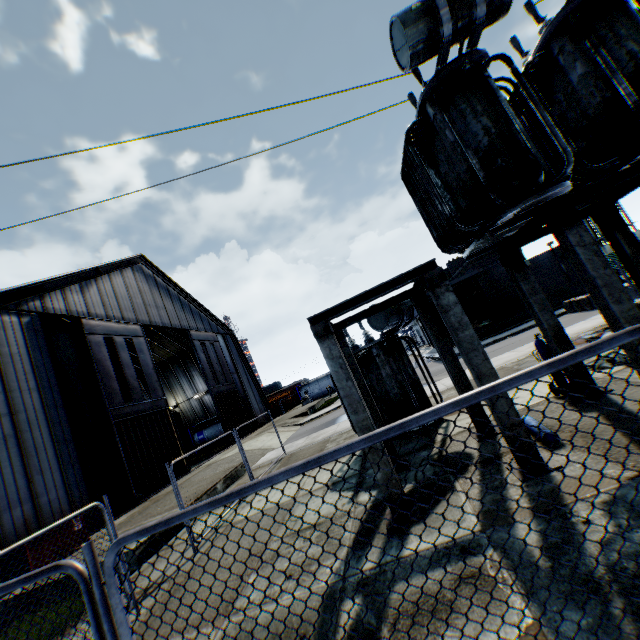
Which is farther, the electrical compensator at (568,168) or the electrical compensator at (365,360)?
the electrical compensator at (365,360)

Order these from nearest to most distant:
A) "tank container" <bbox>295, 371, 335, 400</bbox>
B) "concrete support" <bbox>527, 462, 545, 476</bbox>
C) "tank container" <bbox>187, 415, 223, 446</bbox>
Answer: "concrete support" <bbox>527, 462, 545, 476</bbox> → "tank container" <bbox>187, 415, 223, 446</bbox> → "tank container" <bbox>295, 371, 335, 400</bbox>

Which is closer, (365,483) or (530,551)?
(530,551)

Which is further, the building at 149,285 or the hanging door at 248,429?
the hanging door at 248,429

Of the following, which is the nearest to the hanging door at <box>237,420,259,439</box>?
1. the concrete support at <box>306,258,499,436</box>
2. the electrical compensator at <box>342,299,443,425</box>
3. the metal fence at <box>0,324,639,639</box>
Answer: the metal fence at <box>0,324,639,639</box>

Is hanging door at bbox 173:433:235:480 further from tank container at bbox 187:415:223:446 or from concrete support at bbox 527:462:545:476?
concrete support at bbox 527:462:545:476

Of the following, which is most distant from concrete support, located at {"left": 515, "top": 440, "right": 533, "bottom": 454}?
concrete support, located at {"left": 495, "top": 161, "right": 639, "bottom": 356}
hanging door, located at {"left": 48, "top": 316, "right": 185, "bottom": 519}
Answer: hanging door, located at {"left": 48, "top": 316, "right": 185, "bottom": 519}

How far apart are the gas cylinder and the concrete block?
14.6m
